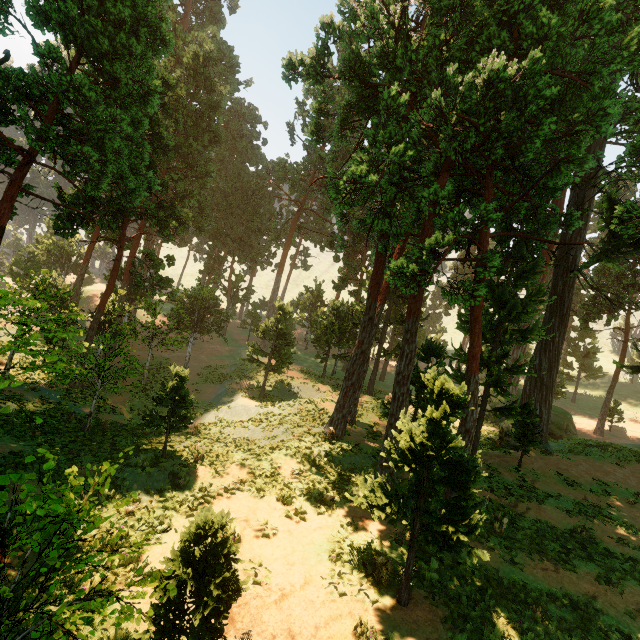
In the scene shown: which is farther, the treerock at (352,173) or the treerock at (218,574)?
the treerock at (352,173)

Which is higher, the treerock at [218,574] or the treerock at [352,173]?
the treerock at [352,173]

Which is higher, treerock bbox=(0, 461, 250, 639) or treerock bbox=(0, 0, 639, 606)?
treerock bbox=(0, 0, 639, 606)

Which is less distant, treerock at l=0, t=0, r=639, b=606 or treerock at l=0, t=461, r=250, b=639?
treerock at l=0, t=461, r=250, b=639

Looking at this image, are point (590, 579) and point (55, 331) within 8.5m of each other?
no
